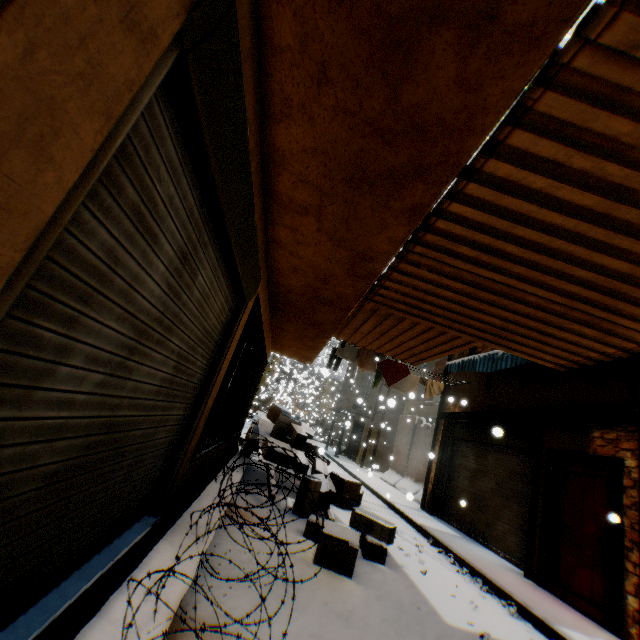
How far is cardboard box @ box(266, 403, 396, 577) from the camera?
4.3 meters

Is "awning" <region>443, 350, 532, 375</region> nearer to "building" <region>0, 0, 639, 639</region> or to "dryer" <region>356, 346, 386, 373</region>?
→ "building" <region>0, 0, 639, 639</region>

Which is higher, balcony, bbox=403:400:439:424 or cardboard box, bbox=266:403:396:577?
balcony, bbox=403:400:439:424

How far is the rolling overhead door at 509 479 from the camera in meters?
7.4

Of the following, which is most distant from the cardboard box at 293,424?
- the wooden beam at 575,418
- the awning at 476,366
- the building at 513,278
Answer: the awning at 476,366

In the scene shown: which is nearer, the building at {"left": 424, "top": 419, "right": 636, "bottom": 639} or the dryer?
the building at {"left": 424, "top": 419, "right": 636, "bottom": 639}

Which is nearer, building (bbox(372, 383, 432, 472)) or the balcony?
the balcony

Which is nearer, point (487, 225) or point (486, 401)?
point (487, 225)
